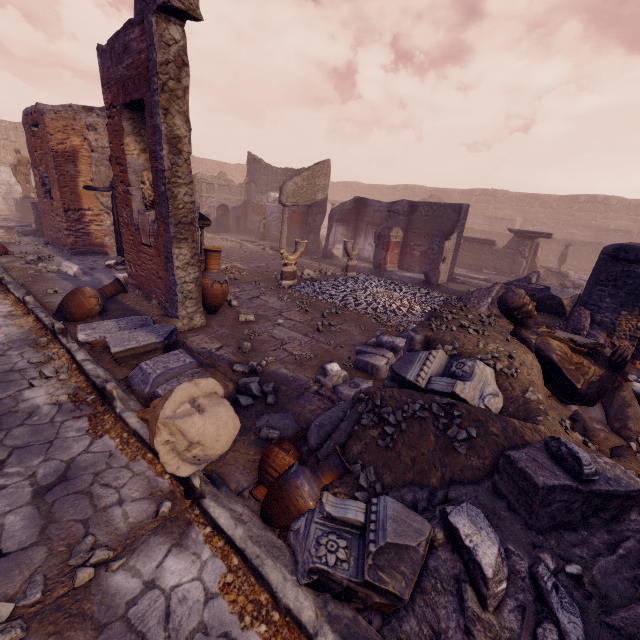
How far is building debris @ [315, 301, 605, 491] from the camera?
2.58m

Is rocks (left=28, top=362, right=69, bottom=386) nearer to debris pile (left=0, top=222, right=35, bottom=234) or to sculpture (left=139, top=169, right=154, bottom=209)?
sculpture (left=139, top=169, right=154, bottom=209)

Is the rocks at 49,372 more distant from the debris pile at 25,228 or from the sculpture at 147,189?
the debris pile at 25,228

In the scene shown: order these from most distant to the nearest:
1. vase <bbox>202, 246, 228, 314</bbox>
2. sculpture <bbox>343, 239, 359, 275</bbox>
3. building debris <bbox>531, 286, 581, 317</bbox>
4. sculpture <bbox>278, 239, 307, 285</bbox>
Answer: sculpture <bbox>343, 239, 359, 275</bbox> → sculpture <bbox>278, 239, 307, 285</bbox> → building debris <bbox>531, 286, 581, 317</bbox> → vase <bbox>202, 246, 228, 314</bbox>

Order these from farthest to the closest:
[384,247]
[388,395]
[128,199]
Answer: [384,247]
[128,199]
[388,395]

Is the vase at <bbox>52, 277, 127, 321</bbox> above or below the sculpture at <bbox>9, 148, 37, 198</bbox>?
below

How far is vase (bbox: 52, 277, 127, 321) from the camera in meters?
5.5

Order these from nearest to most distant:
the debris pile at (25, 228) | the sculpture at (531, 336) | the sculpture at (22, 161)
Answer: the sculpture at (531, 336)
the debris pile at (25, 228)
the sculpture at (22, 161)
